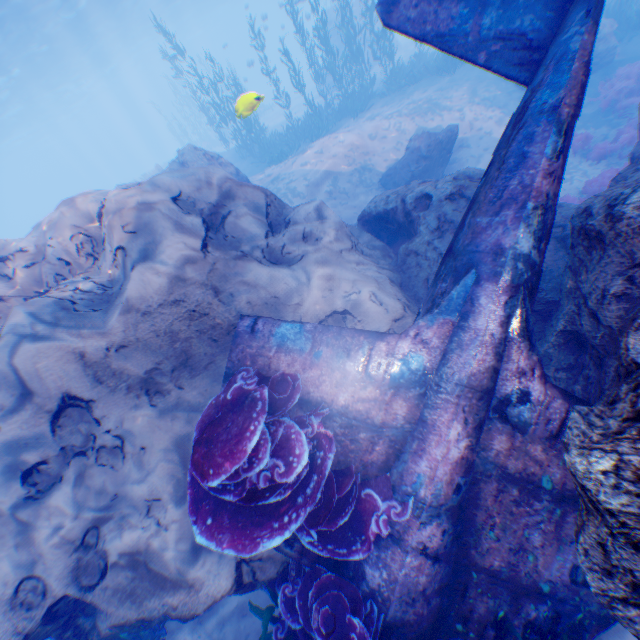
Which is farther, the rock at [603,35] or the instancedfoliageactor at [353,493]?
Result: the rock at [603,35]

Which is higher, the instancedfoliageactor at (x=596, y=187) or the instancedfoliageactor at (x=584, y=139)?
the instancedfoliageactor at (x=596, y=187)

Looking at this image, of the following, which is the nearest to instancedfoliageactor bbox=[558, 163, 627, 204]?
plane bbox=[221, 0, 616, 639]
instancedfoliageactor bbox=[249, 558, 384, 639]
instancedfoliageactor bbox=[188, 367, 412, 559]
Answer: plane bbox=[221, 0, 616, 639]

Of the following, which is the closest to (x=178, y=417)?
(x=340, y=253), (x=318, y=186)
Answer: (x=340, y=253)

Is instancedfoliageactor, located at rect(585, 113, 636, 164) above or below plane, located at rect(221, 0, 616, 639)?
below

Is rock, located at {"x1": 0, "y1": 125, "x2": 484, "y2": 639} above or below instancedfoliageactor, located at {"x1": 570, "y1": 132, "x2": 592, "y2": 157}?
above

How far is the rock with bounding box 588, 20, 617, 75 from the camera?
11.7m

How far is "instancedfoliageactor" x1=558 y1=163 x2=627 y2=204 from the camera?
8.65m
